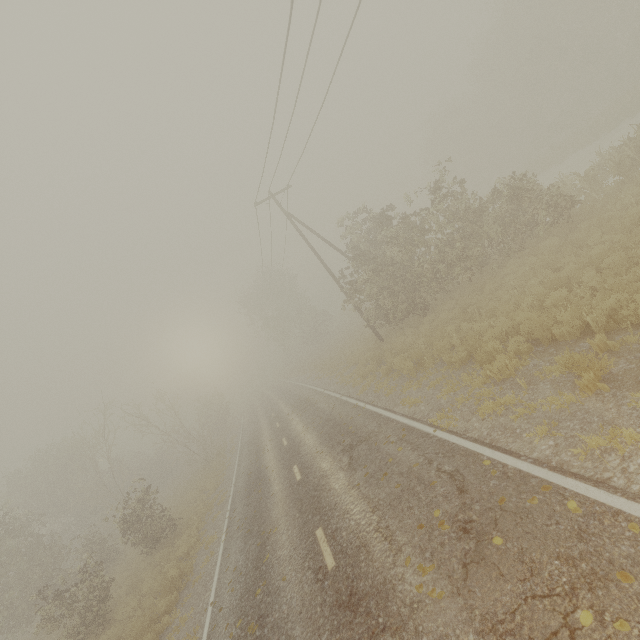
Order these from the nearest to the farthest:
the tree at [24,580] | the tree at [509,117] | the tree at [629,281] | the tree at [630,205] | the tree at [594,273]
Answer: the tree at [629,281]
the tree at [594,273]
the tree at [630,205]
the tree at [24,580]
the tree at [509,117]

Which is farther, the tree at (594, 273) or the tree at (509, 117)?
the tree at (509, 117)

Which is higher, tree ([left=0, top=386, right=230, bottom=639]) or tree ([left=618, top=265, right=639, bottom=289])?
tree ([left=0, top=386, right=230, bottom=639])

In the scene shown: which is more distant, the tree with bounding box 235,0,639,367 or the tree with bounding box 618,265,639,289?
the tree with bounding box 235,0,639,367

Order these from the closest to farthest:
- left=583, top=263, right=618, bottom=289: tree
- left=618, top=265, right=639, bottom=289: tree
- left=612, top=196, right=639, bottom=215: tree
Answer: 1. left=618, top=265, right=639, bottom=289: tree
2. left=583, top=263, right=618, bottom=289: tree
3. left=612, top=196, right=639, bottom=215: tree

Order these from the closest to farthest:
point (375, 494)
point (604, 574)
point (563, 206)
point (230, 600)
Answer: point (604, 574) < point (375, 494) < point (230, 600) < point (563, 206)
